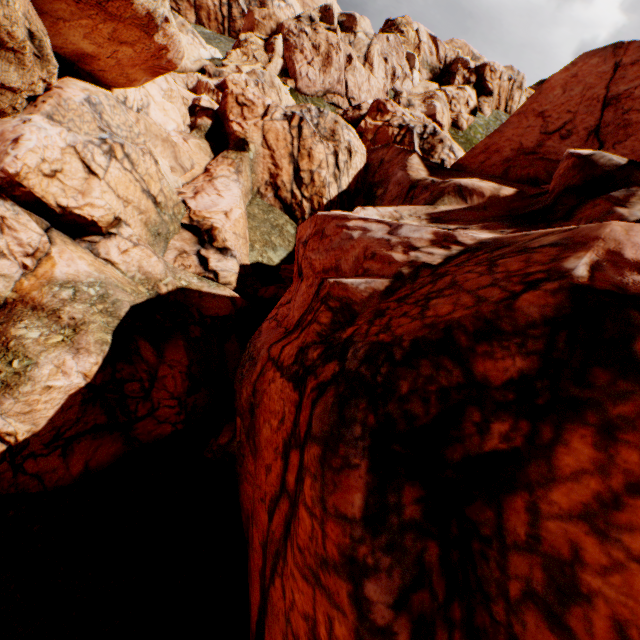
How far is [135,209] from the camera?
14.1 meters
